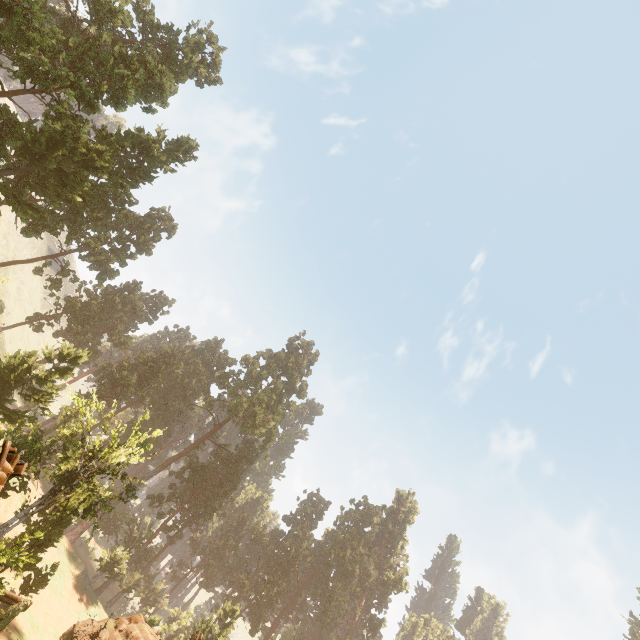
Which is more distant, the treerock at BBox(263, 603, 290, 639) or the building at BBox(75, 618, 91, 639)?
the treerock at BBox(263, 603, 290, 639)

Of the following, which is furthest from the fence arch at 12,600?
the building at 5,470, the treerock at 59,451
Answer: the treerock at 59,451

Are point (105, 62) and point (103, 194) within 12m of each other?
no

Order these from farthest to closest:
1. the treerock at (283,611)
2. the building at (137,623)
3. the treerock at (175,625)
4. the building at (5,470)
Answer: the treerock at (283,611) → the treerock at (175,625) → the building at (137,623) → the building at (5,470)

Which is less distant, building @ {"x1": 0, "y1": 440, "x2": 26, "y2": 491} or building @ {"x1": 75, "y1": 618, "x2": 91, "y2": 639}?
building @ {"x1": 0, "y1": 440, "x2": 26, "y2": 491}

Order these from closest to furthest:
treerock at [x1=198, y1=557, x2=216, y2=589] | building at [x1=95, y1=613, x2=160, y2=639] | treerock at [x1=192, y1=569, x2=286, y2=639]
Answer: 1. building at [x1=95, y1=613, x2=160, y2=639]
2. treerock at [x1=192, y1=569, x2=286, y2=639]
3. treerock at [x1=198, y1=557, x2=216, y2=589]

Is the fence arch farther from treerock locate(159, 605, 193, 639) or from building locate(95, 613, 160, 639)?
treerock locate(159, 605, 193, 639)
